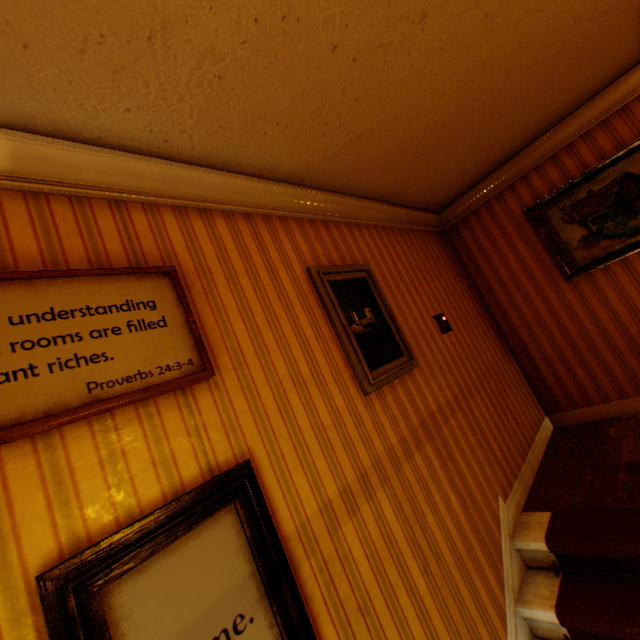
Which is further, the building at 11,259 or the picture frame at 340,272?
the picture frame at 340,272

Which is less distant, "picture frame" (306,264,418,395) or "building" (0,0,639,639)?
"building" (0,0,639,639)

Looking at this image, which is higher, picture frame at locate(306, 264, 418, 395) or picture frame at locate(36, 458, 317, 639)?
picture frame at locate(306, 264, 418, 395)

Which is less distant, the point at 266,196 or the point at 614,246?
the point at 266,196

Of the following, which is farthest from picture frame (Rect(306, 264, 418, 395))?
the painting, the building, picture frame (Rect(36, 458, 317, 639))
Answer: the painting

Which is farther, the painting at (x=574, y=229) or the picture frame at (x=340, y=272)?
the painting at (x=574, y=229)

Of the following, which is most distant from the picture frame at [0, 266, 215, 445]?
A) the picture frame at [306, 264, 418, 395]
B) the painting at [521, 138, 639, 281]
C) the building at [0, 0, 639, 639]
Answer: the painting at [521, 138, 639, 281]

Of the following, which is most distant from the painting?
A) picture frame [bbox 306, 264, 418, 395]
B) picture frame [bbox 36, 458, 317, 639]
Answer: picture frame [bbox 36, 458, 317, 639]
